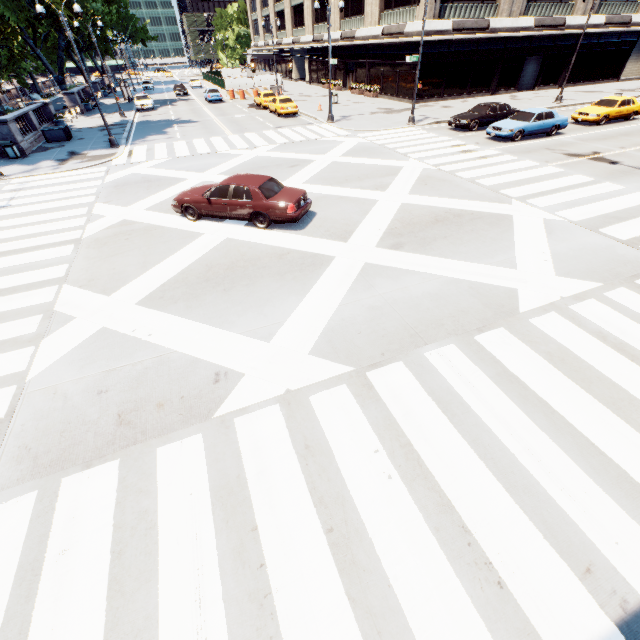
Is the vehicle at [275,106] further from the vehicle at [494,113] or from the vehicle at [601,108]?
the vehicle at [601,108]

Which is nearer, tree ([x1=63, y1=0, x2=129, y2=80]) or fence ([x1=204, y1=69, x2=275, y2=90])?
tree ([x1=63, y1=0, x2=129, y2=80])

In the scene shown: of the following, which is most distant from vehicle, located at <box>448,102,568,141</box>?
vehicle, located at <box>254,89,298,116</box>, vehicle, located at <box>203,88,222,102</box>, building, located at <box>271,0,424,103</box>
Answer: vehicle, located at <box>203,88,222,102</box>

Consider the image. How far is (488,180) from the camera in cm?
1460

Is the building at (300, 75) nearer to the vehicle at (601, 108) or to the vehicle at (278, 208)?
the vehicle at (601, 108)

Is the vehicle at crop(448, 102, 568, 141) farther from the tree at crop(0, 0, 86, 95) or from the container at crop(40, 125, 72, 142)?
the container at crop(40, 125, 72, 142)

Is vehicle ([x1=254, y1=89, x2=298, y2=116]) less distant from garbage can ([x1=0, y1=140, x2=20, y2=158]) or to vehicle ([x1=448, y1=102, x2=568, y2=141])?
vehicle ([x1=448, y1=102, x2=568, y2=141])

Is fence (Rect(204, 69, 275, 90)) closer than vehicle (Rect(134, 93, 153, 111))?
No
